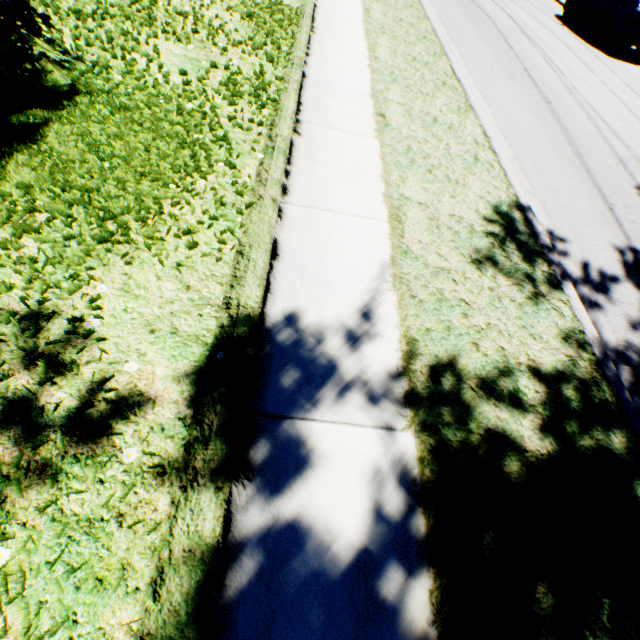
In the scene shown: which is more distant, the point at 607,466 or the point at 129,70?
the point at 129,70

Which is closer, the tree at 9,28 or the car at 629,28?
the tree at 9,28

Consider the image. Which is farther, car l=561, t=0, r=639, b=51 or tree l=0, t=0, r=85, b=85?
car l=561, t=0, r=639, b=51
